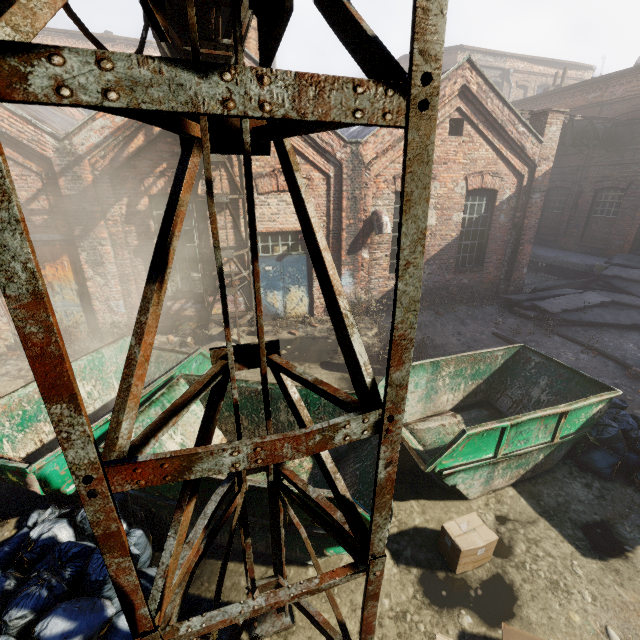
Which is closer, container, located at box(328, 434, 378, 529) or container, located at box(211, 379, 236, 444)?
container, located at box(328, 434, 378, 529)

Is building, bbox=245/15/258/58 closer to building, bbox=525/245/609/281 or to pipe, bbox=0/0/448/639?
pipe, bbox=0/0/448/639

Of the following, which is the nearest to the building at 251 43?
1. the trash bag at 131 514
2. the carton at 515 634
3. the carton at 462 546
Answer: the trash bag at 131 514

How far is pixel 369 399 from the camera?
1.6 meters

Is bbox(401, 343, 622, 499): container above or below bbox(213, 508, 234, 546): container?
above

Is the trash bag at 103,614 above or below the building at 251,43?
below

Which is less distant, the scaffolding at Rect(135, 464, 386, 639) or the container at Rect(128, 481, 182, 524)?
the scaffolding at Rect(135, 464, 386, 639)

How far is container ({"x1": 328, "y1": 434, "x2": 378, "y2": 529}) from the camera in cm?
395
